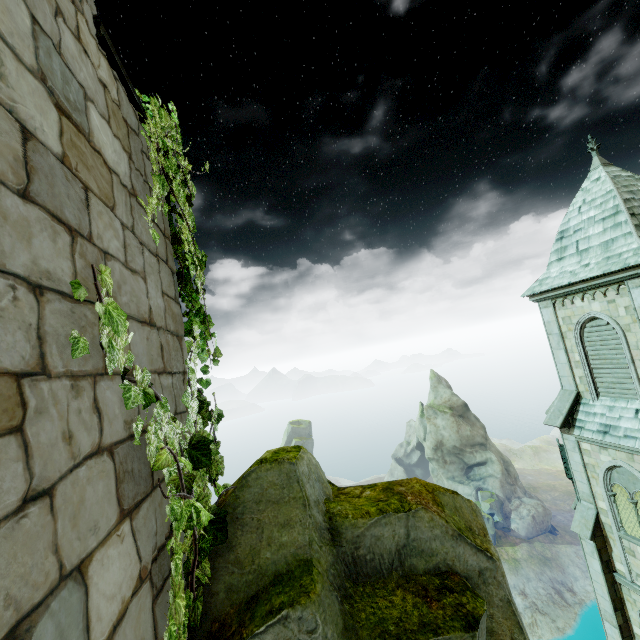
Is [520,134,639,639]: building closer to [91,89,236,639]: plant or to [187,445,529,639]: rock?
[187,445,529,639]: rock

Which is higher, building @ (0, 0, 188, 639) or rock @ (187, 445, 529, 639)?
building @ (0, 0, 188, 639)

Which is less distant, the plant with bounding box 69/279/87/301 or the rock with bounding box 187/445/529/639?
the plant with bounding box 69/279/87/301

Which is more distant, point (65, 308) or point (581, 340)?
point (581, 340)

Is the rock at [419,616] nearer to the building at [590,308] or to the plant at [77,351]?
the plant at [77,351]

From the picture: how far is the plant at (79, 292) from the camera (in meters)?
1.32

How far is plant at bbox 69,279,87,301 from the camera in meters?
1.3
